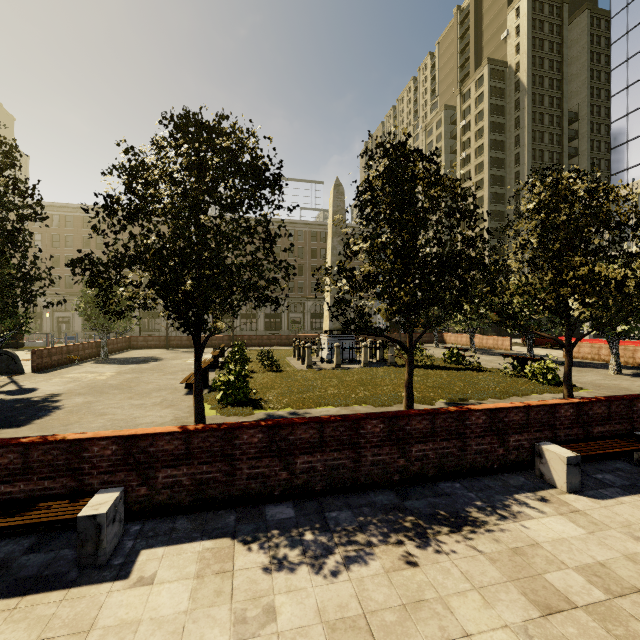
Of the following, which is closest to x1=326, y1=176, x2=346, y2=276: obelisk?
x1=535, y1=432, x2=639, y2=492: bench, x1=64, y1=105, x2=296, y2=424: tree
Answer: x1=64, y1=105, x2=296, y2=424: tree

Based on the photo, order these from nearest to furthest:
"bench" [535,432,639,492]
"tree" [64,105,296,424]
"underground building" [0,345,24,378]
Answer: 1. "bench" [535,432,639,492]
2. "tree" [64,105,296,424]
3. "underground building" [0,345,24,378]

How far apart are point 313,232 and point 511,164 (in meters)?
35.33

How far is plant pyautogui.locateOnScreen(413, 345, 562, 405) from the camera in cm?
1159

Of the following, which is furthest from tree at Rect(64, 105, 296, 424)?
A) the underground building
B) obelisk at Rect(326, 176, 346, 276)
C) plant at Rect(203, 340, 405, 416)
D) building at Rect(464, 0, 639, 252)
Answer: obelisk at Rect(326, 176, 346, 276)

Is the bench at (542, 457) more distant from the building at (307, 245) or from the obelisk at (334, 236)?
the building at (307, 245)

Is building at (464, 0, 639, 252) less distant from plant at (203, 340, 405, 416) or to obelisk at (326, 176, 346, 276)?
plant at (203, 340, 405, 416)

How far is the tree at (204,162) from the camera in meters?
6.2 m
